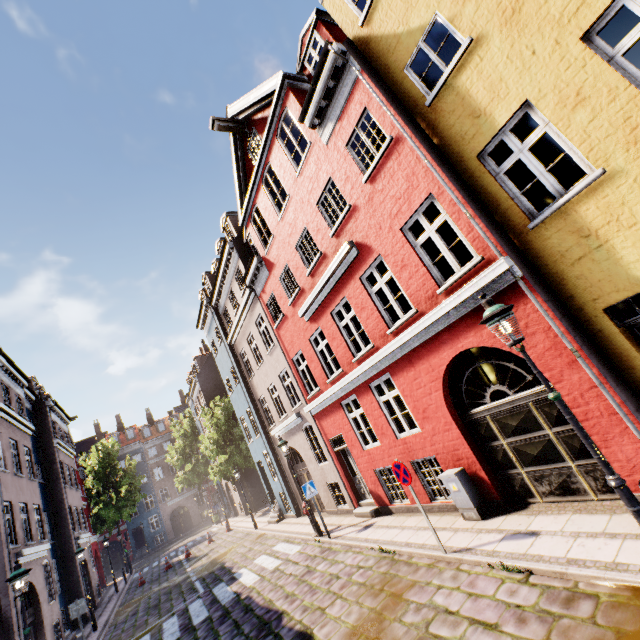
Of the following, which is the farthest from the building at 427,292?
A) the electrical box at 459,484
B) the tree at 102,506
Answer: the tree at 102,506

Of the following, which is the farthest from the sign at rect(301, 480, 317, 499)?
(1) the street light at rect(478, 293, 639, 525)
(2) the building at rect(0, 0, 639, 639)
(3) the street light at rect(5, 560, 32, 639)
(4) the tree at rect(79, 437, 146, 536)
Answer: (4) the tree at rect(79, 437, 146, 536)

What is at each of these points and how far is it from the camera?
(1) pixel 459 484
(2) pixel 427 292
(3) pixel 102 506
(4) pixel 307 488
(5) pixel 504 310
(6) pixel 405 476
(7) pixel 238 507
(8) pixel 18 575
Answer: (1) electrical box, 7.4m
(2) building, 7.4m
(3) tree, 34.5m
(4) sign, 11.5m
(5) street light, 4.5m
(6) sign, 6.9m
(7) building, 29.8m
(8) street light, 8.4m

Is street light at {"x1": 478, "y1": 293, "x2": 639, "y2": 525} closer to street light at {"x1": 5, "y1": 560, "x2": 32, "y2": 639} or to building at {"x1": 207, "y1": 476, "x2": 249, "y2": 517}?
building at {"x1": 207, "y1": 476, "x2": 249, "y2": 517}

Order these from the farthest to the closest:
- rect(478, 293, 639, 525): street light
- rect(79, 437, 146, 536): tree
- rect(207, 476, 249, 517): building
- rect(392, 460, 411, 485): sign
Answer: rect(79, 437, 146, 536): tree, rect(207, 476, 249, 517): building, rect(392, 460, 411, 485): sign, rect(478, 293, 639, 525): street light

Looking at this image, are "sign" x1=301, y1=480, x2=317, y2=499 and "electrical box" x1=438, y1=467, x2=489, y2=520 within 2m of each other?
no

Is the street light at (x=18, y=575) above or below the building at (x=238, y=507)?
above

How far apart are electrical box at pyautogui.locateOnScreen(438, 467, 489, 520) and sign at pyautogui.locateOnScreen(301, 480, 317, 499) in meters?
5.4 m
